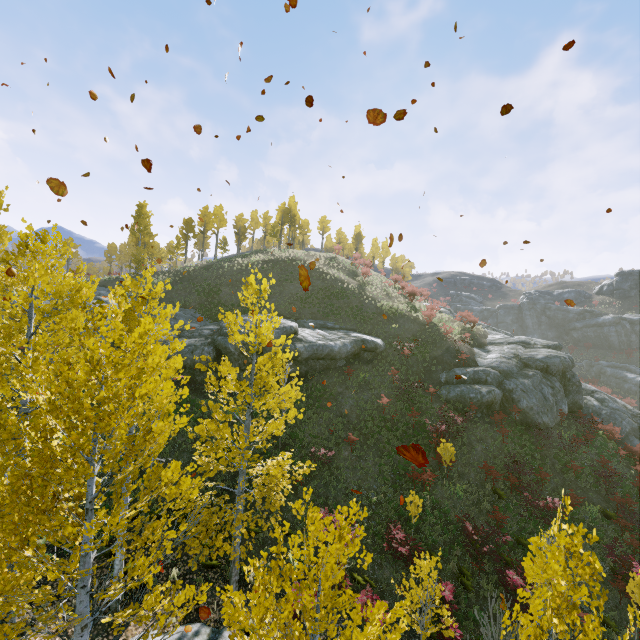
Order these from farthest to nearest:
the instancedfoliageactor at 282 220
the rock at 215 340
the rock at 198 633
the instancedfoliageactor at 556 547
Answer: the instancedfoliageactor at 282 220, the rock at 215 340, the rock at 198 633, the instancedfoliageactor at 556 547

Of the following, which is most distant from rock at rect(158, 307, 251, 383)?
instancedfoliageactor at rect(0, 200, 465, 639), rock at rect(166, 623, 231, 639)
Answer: rock at rect(166, 623, 231, 639)

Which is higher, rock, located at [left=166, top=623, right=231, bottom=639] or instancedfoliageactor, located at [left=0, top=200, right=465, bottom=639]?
instancedfoliageactor, located at [left=0, top=200, right=465, bottom=639]

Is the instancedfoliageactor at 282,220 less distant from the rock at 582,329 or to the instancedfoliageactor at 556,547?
the instancedfoliageactor at 556,547

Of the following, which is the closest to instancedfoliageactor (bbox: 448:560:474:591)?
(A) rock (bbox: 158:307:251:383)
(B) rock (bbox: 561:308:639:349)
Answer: (A) rock (bbox: 158:307:251:383)

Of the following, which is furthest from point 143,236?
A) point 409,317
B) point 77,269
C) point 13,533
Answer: point 13,533

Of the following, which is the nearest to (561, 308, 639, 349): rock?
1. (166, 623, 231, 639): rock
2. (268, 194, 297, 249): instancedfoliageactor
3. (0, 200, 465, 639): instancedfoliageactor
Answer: (268, 194, 297, 249): instancedfoliageactor

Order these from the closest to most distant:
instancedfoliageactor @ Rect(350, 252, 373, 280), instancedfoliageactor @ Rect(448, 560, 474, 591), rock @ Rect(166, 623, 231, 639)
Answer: rock @ Rect(166, 623, 231, 639) < instancedfoliageactor @ Rect(448, 560, 474, 591) < instancedfoliageactor @ Rect(350, 252, 373, 280)
